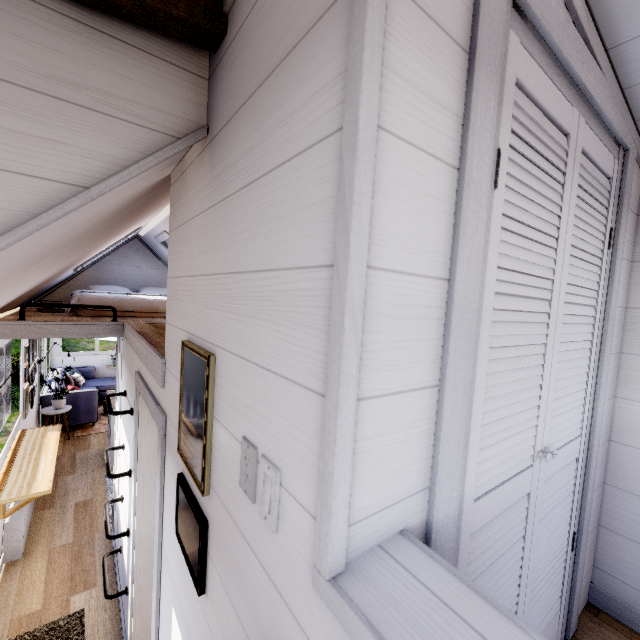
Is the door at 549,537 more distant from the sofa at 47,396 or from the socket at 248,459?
the sofa at 47,396

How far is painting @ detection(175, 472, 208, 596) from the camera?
1.0m

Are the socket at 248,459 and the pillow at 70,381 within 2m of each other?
no

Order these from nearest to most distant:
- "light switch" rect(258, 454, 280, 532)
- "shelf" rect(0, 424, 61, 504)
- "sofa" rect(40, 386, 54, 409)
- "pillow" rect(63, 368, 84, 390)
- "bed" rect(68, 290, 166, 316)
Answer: "light switch" rect(258, 454, 280, 532)
"shelf" rect(0, 424, 61, 504)
"bed" rect(68, 290, 166, 316)
"sofa" rect(40, 386, 54, 409)
"pillow" rect(63, 368, 84, 390)

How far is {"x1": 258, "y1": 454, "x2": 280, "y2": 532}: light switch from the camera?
0.7m

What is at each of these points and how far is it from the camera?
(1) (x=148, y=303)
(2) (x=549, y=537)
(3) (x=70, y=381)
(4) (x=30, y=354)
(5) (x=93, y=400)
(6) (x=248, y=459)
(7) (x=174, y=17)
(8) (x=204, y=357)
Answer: (1) bed, 3.9 meters
(2) door, 1.2 meters
(3) pillow, 7.4 meters
(4) painting, 5.0 meters
(5) sofa, 6.7 meters
(6) socket, 0.8 meters
(7) rafter, 0.9 meters
(8) painting, 1.0 meters

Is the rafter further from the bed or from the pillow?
the pillow

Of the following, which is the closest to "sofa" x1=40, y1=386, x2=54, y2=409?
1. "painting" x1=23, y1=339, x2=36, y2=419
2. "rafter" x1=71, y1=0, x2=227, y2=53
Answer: "painting" x1=23, y1=339, x2=36, y2=419
